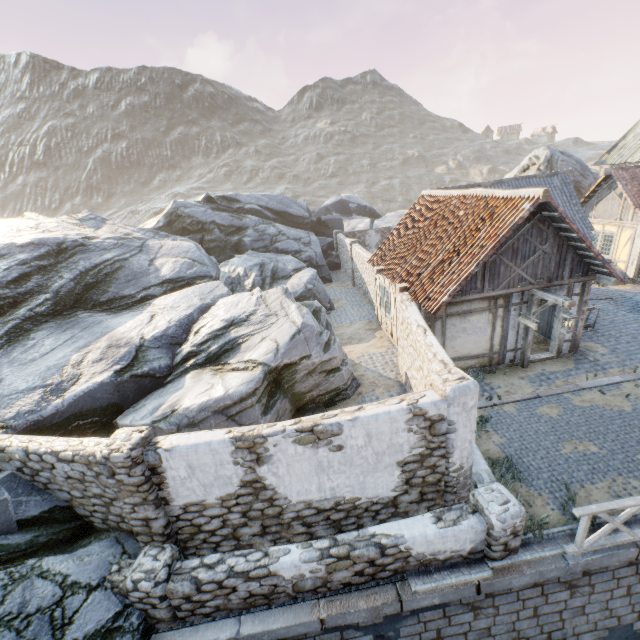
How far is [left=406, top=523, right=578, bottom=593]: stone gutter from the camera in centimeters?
574cm

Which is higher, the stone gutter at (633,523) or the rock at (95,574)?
the rock at (95,574)

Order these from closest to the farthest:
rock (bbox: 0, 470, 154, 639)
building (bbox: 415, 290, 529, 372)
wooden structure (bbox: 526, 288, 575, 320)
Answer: rock (bbox: 0, 470, 154, 639) → wooden structure (bbox: 526, 288, 575, 320) → building (bbox: 415, 290, 529, 372)

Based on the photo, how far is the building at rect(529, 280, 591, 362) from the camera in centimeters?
1080cm

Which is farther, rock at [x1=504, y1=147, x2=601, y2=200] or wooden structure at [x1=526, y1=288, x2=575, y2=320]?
rock at [x1=504, y1=147, x2=601, y2=200]

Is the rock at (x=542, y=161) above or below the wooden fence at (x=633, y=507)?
above

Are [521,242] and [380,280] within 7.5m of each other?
yes

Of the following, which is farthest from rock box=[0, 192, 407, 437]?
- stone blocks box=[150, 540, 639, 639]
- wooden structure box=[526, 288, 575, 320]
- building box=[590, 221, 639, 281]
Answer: wooden structure box=[526, 288, 575, 320]
